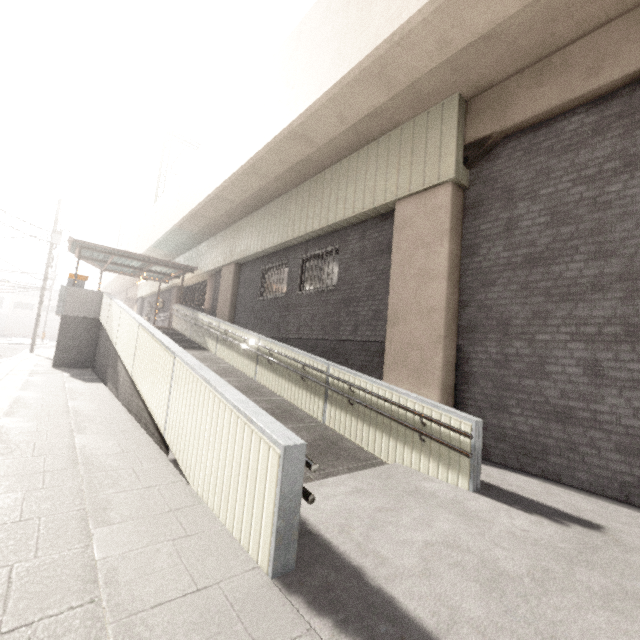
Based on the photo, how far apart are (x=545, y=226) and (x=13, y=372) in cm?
1559

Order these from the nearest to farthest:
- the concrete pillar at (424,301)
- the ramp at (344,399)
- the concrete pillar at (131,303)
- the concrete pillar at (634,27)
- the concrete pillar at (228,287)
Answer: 1. the ramp at (344,399)
2. the concrete pillar at (634,27)
3. the concrete pillar at (424,301)
4. the concrete pillar at (228,287)
5. the concrete pillar at (131,303)

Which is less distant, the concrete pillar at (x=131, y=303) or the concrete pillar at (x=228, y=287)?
the concrete pillar at (x=228, y=287)

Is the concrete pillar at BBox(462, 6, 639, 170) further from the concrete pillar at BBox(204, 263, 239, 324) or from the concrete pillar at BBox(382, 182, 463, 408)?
the concrete pillar at BBox(204, 263, 239, 324)

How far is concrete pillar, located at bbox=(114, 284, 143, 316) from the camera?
29.48m

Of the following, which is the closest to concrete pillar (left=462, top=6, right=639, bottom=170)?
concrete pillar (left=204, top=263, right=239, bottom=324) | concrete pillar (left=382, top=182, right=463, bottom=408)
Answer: concrete pillar (left=382, top=182, right=463, bottom=408)

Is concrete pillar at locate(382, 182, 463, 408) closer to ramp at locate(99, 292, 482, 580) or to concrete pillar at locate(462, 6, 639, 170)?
concrete pillar at locate(462, 6, 639, 170)

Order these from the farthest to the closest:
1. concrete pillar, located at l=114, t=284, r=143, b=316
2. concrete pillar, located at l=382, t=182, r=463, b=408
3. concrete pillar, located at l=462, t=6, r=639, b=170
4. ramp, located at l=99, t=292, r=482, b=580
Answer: concrete pillar, located at l=114, t=284, r=143, b=316
concrete pillar, located at l=382, t=182, r=463, b=408
concrete pillar, located at l=462, t=6, r=639, b=170
ramp, located at l=99, t=292, r=482, b=580
